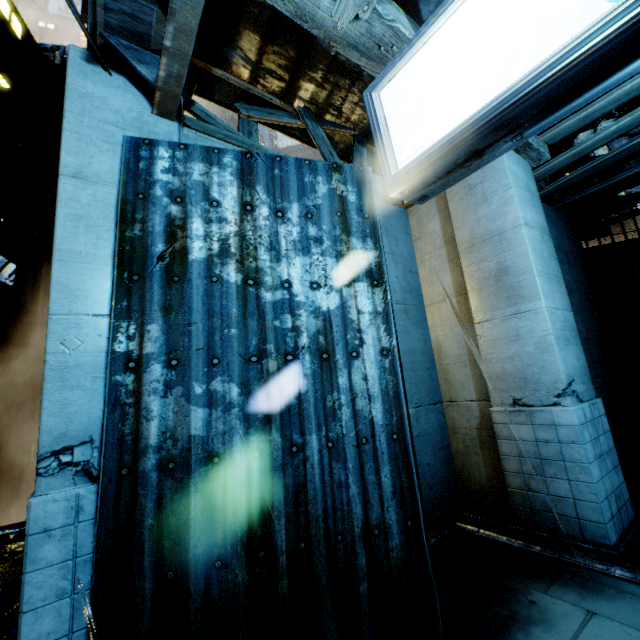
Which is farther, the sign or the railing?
the railing

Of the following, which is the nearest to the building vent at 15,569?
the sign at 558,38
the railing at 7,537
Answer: the railing at 7,537

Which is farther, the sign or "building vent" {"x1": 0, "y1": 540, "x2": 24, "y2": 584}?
"building vent" {"x1": 0, "y1": 540, "x2": 24, "y2": 584}

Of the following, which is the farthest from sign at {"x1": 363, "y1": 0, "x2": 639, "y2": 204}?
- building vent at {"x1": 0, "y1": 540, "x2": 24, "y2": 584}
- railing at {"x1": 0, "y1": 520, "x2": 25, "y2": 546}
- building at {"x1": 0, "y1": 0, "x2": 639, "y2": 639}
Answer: building vent at {"x1": 0, "y1": 540, "x2": 24, "y2": 584}

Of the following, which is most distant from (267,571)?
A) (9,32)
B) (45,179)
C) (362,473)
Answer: (9,32)

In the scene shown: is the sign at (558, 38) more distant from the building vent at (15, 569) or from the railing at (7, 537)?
the building vent at (15, 569)

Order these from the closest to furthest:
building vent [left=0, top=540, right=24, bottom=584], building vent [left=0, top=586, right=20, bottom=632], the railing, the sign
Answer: the sign → the railing → building vent [left=0, top=586, right=20, bottom=632] → building vent [left=0, top=540, right=24, bottom=584]
